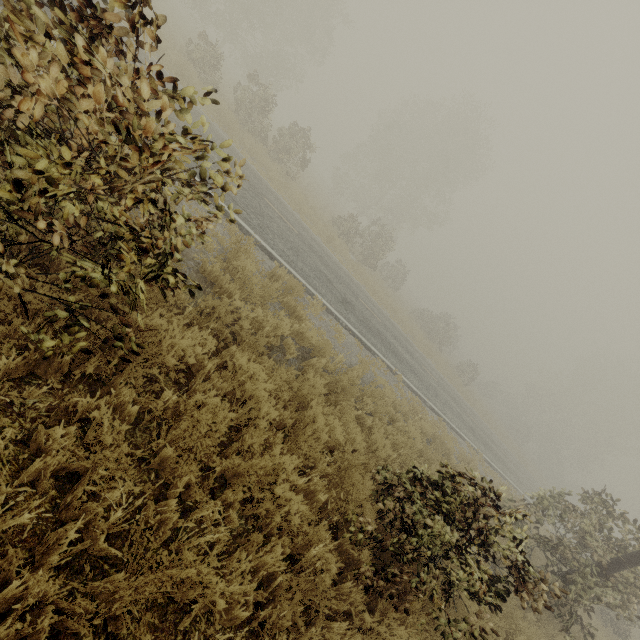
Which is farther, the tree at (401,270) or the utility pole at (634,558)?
the tree at (401,270)

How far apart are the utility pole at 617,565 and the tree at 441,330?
26.4 meters

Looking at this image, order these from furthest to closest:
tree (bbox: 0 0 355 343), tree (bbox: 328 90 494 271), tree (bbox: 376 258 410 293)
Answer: tree (bbox: 376 258 410 293) → tree (bbox: 328 90 494 271) → tree (bbox: 0 0 355 343)

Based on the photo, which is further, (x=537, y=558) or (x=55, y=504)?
(x=537, y=558)

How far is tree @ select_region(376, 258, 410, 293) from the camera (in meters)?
30.92

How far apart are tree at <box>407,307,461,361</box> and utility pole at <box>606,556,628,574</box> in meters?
26.4 m

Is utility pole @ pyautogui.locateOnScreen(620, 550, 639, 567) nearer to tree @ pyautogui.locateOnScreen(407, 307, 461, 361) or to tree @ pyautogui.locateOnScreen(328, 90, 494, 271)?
tree @ pyautogui.locateOnScreen(328, 90, 494, 271)

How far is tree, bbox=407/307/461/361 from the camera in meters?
31.3
